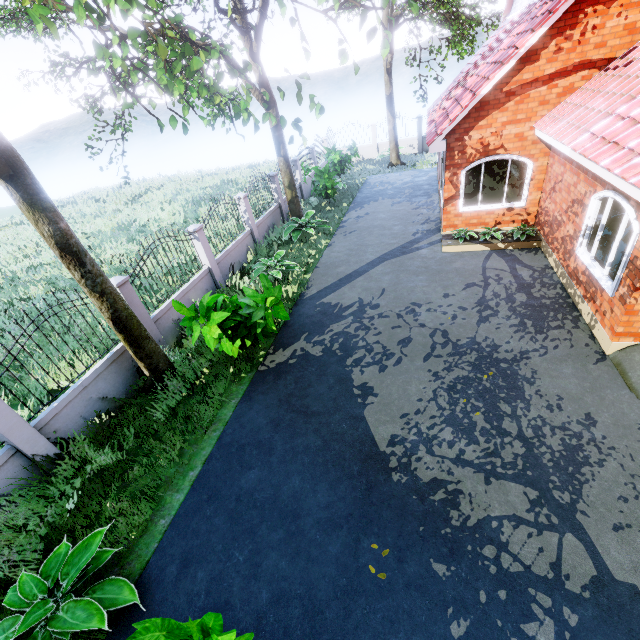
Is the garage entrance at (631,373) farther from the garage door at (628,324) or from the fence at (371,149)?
the fence at (371,149)

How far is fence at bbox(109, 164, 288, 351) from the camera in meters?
8.0

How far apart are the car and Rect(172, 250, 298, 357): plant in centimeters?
723cm

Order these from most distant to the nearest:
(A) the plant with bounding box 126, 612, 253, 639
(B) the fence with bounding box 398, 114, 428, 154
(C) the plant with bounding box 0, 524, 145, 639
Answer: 1. (B) the fence with bounding box 398, 114, 428, 154
2. (C) the plant with bounding box 0, 524, 145, 639
3. (A) the plant with bounding box 126, 612, 253, 639

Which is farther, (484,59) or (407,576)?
(484,59)

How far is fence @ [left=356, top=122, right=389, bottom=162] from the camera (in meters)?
24.28

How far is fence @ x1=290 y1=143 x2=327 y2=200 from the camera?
17.6m

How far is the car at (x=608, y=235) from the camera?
7.5 meters
